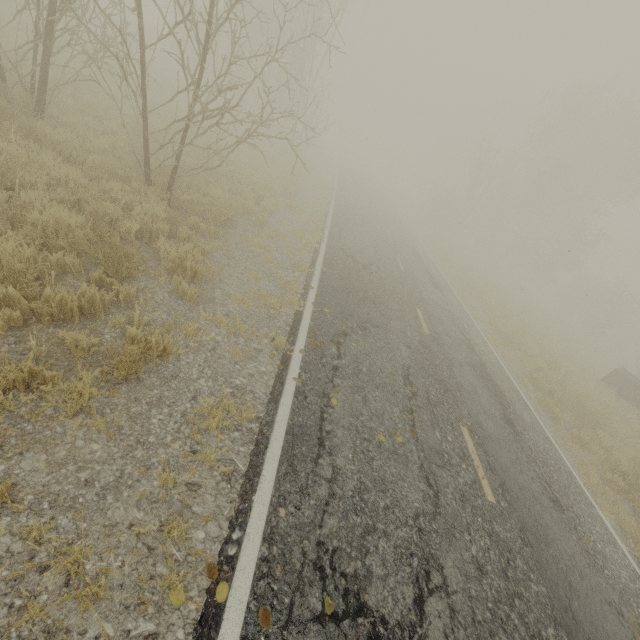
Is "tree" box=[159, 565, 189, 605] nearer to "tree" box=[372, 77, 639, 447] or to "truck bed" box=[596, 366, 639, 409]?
"tree" box=[372, 77, 639, 447]

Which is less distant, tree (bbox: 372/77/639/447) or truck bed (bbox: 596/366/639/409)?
truck bed (bbox: 596/366/639/409)

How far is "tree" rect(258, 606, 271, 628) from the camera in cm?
263

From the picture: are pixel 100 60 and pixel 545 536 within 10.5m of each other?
no

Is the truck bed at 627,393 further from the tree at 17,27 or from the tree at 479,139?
the tree at 479,139

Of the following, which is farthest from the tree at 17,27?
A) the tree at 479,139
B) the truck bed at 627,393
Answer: the truck bed at 627,393
